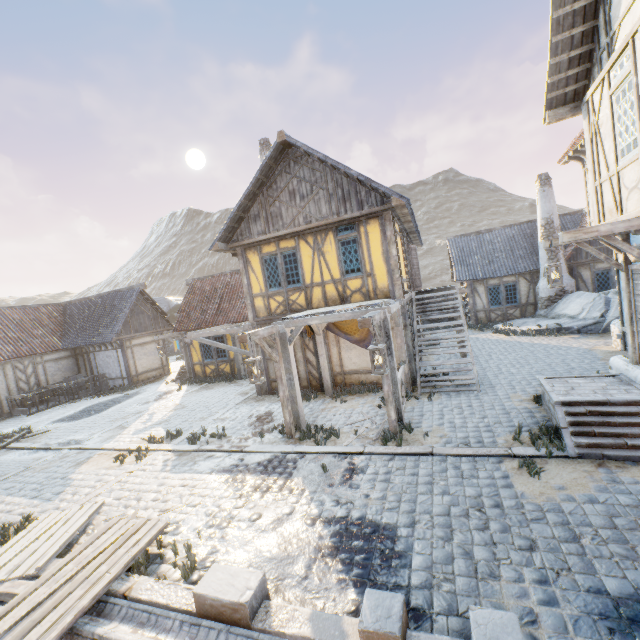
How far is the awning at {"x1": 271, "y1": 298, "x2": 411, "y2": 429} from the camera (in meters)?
7.79

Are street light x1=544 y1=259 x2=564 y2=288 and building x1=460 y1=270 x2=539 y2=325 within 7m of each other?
no

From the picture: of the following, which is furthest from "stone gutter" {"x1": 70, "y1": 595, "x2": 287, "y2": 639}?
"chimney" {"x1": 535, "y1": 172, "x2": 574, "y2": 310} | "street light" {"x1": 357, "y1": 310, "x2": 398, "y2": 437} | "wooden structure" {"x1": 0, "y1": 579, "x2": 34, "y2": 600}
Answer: "chimney" {"x1": 535, "y1": 172, "x2": 574, "y2": 310}

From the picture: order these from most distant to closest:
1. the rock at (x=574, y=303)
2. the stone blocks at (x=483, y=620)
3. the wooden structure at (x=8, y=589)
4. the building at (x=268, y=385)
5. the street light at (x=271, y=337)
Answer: the rock at (x=574, y=303) → the building at (x=268, y=385) → the street light at (x=271, y=337) → the wooden structure at (x=8, y=589) → the stone blocks at (x=483, y=620)

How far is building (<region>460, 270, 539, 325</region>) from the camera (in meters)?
18.98

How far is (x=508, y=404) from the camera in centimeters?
826cm

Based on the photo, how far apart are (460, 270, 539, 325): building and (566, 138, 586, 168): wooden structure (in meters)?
9.20

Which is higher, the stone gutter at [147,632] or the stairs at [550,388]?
the stairs at [550,388]
